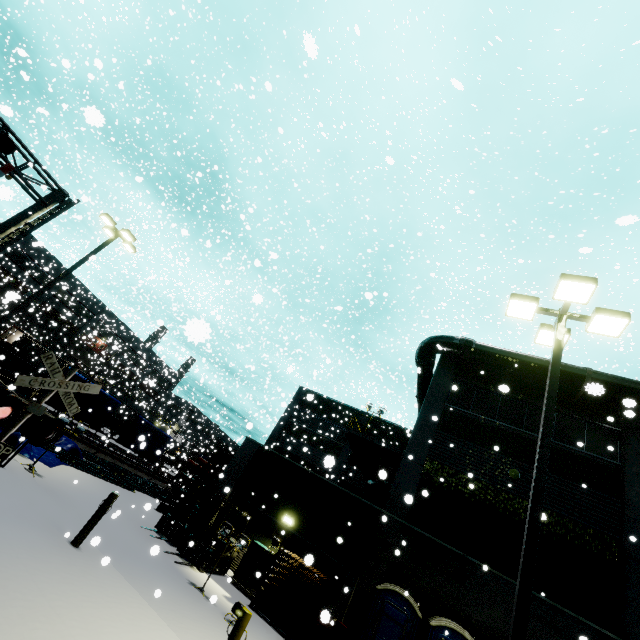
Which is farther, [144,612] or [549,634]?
[549,634]

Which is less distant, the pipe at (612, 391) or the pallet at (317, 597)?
the pipe at (612, 391)

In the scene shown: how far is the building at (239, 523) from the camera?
14.9m

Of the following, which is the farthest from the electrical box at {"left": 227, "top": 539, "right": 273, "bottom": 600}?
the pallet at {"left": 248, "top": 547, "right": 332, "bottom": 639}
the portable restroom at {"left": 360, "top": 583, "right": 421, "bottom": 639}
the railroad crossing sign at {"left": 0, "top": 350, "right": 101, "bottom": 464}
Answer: the railroad crossing sign at {"left": 0, "top": 350, "right": 101, "bottom": 464}

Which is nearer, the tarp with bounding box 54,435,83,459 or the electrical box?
the electrical box

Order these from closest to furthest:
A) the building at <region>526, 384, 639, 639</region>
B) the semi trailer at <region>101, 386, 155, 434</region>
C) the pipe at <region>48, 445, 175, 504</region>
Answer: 1. the building at <region>526, 384, 639, 639</region>
2. the pipe at <region>48, 445, 175, 504</region>
3. the semi trailer at <region>101, 386, 155, 434</region>

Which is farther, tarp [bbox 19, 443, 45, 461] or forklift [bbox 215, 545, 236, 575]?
forklift [bbox 215, 545, 236, 575]

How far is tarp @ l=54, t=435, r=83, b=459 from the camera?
15.2 meters
